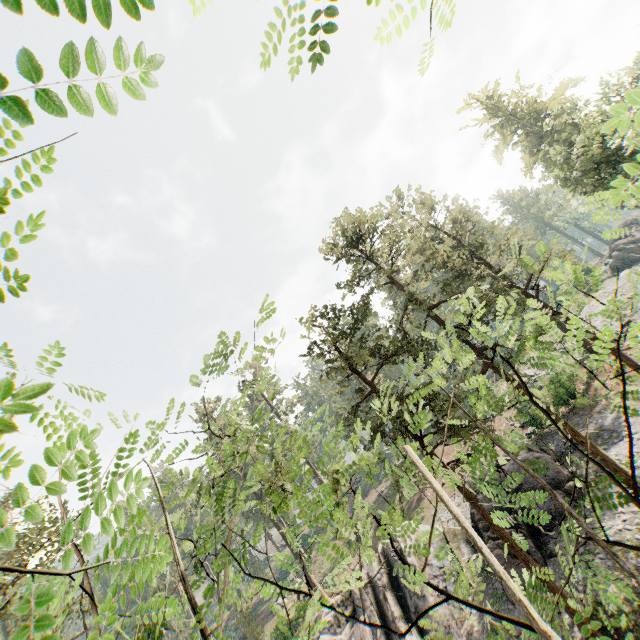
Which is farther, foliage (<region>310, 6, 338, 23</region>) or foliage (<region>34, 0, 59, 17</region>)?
foliage (<region>310, 6, 338, 23</region>)

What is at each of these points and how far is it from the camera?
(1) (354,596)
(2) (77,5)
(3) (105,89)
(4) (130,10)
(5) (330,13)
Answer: (1) rock, 24.80m
(2) foliage, 0.83m
(3) foliage, 0.99m
(4) foliage, 0.94m
(5) foliage, 1.63m

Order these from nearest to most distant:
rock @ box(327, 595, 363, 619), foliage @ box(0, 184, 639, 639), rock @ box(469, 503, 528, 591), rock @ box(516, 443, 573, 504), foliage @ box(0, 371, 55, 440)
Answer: foliage @ box(0, 371, 55, 440)
foliage @ box(0, 184, 639, 639)
rock @ box(469, 503, 528, 591)
rock @ box(516, 443, 573, 504)
rock @ box(327, 595, 363, 619)

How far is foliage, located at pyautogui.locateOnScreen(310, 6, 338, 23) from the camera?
1.6m

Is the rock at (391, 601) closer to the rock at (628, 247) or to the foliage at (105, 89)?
the foliage at (105, 89)

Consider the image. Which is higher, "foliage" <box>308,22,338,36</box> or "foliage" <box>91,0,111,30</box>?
"foliage" <box>308,22,338,36</box>

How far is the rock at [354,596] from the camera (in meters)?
24.41
